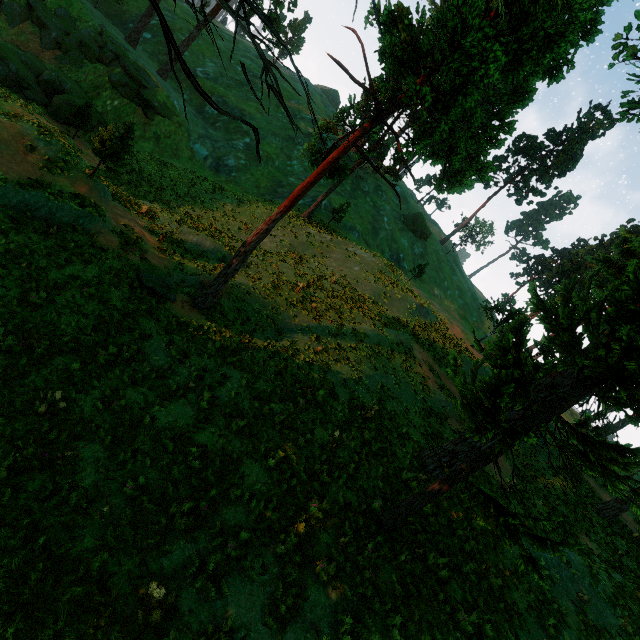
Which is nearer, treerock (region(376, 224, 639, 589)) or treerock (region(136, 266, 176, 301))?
treerock (region(376, 224, 639, 589))

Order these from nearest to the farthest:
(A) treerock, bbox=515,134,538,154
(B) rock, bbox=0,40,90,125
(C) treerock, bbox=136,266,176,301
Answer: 1. (C) treerock, bbox=136,266,176,301
2. (B) rock, bbox=0,40,90,125
3. (A) treerock, bbox=515,134,538,154

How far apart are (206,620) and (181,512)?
2.1 meters

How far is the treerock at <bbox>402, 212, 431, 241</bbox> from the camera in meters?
54.4 m

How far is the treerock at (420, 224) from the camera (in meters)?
54.41

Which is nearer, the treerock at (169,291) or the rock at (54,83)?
the treerock at (169,291)

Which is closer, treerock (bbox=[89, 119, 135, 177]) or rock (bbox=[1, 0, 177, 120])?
treerock (bbox=[89, 119, 135, 177])
